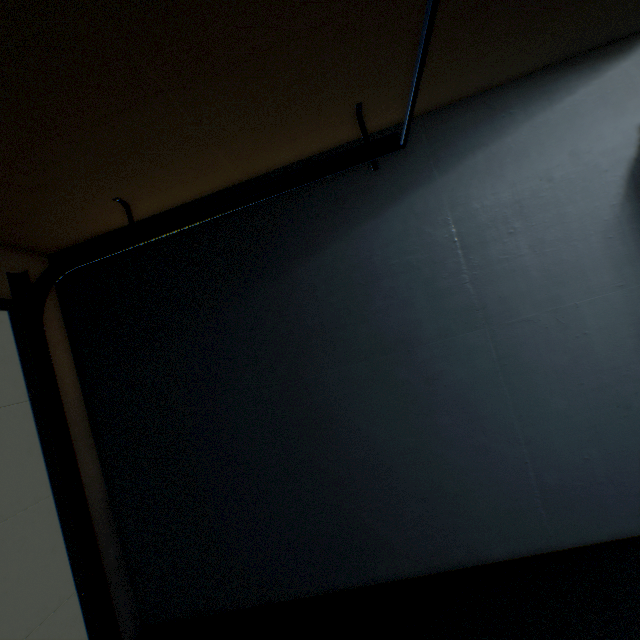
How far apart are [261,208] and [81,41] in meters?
1.1
